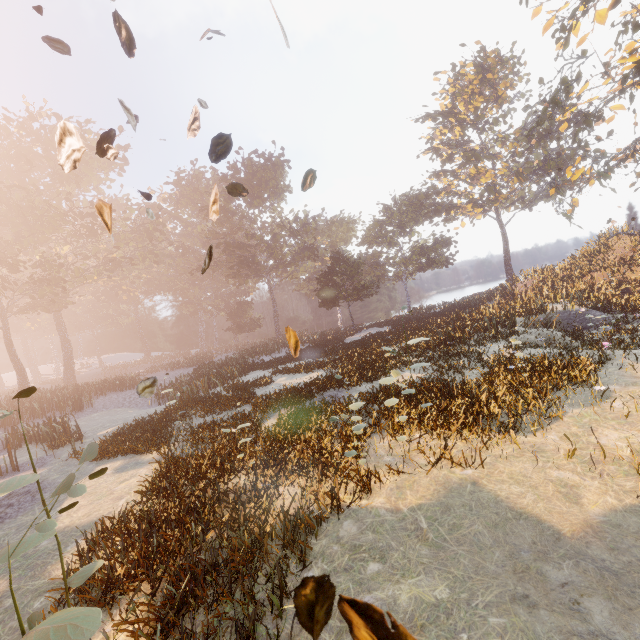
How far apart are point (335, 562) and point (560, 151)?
56.22m

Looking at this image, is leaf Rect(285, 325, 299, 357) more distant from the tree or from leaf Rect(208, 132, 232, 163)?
the tree

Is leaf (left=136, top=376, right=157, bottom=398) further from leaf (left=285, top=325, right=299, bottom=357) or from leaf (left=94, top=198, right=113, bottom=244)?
leaf (left=94, top=198, right=113, bottom=244)

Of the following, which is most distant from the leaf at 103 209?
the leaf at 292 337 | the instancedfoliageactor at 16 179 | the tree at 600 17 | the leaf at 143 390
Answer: the tree at 600 17

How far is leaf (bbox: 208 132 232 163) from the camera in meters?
2.1 m

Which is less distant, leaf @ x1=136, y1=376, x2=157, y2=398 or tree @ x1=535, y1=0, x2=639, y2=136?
leaf @ x1=136, y1=376, x2=157, y2=398

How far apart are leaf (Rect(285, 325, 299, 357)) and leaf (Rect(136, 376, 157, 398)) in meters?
2.3 m

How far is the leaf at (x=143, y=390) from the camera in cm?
433
